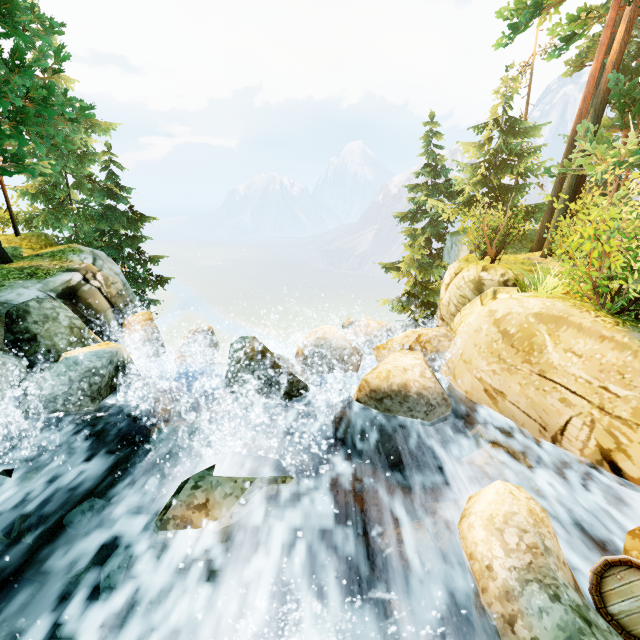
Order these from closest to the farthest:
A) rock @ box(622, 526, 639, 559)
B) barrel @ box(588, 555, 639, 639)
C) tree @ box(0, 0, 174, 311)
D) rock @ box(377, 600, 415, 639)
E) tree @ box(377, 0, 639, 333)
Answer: barrel @ box(588, 555, 639, 639), rock @ box(622, 526, 639, 559), rock @ box(377, 600, 415, 639), tree @ box(0, 0, 174, 311), tree @ box(377, 0, 639, 333)

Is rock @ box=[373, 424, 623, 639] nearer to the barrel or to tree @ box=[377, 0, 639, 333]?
the barrel

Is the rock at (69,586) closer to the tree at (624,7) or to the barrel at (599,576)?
the barrel at (599,576)

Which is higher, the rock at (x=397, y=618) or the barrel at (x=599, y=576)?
the barrel at (x=599, y=576)

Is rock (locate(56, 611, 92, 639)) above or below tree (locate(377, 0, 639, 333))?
below

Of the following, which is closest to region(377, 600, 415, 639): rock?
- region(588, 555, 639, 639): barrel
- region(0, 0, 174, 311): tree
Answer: region(588, 555, 639, 639): barrel

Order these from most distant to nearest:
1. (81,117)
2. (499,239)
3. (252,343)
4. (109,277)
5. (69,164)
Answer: (69,164), (499,239), (109,277), (81,117), (252,343)

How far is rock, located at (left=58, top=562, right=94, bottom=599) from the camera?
4.2 meters
